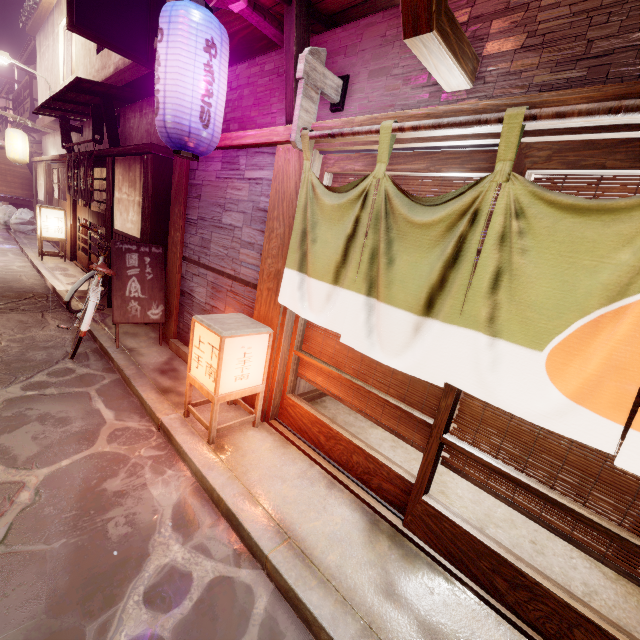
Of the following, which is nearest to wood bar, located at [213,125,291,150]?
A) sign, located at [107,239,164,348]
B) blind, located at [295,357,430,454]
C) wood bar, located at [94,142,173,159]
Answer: wood bar, located at [94,142,173,159]

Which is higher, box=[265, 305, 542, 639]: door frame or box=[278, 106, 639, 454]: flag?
box=[278, 106, 639, 454]: flag

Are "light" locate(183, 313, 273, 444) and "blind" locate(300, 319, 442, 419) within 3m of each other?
yes

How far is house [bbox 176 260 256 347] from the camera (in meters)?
6.77

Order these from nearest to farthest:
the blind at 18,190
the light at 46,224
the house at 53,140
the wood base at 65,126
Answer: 1. the wood base at 65,126
2. the light at 46,224
3. the house at 53,140
4. the blind at 18,190

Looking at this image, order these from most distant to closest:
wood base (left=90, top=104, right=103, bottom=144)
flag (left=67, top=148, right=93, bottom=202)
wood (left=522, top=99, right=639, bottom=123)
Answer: flag (left=67, top=148, right=93, bottom=202), wood base (left=90, top=104, right=103, bottom=144), wood (left=522, top=99, right=639, bottom=123)

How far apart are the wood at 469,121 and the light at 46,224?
19.2 meters

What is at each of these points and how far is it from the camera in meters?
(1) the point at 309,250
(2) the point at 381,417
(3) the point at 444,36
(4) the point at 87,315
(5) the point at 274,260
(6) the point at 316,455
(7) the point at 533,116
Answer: (1) flag, 4.9 m
(2) blind, 5.1 m
(3) wire stand, 3.2 m
(4) bicycle, 7.5 m
(5) wood pole, 5.9 m
(6) door frame, 5.7 m
(7) wood, 2.9 m
